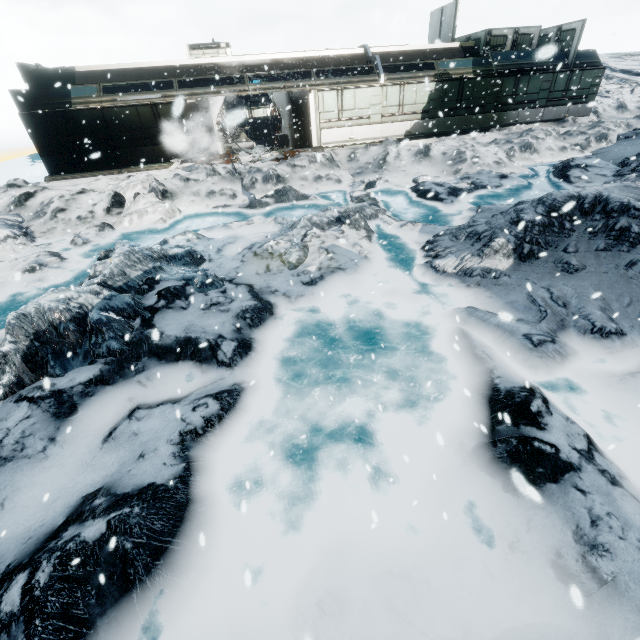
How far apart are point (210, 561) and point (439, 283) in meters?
6.3 m
